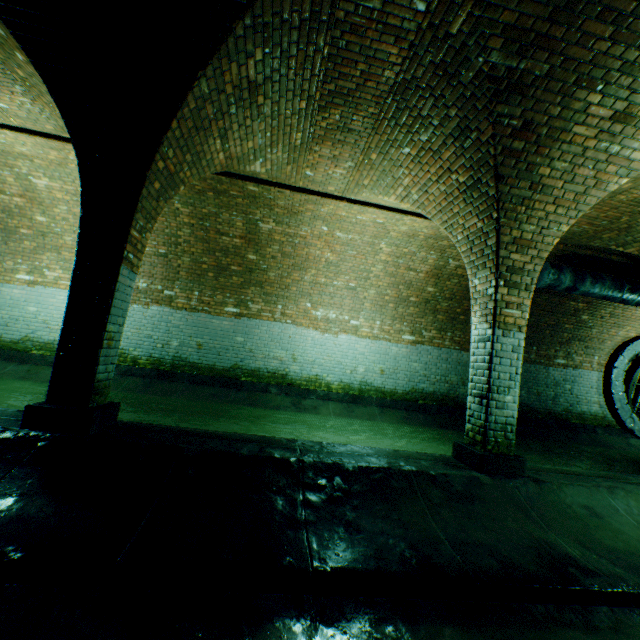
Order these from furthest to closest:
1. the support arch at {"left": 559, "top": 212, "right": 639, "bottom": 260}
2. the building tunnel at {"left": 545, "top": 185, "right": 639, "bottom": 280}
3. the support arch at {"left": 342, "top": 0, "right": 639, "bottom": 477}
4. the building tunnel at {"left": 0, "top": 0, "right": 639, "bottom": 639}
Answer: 1. the support arch at {"left": 559, "top": 212, "right": 639, "bottom": 260}
2. the building tunnel at {"left": 545, "top": 185, "right": 639, "bottom": 280}
3. the support arch at {"left": 342, "top": 0, "right": 639, "bottom": 477}
4. the building tunnel at {"left": 0, "top": 0, "right": 639, "bottom": 639}

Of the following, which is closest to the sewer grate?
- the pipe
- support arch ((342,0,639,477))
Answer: the pipe

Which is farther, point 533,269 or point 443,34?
point 533,269

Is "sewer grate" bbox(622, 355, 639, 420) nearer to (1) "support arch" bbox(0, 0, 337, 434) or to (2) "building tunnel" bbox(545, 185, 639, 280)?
(2) "building tunnel" bbox(545, 185, 639, 280)

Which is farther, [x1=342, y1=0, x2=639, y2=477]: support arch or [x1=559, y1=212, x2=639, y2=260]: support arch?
[x1=559, y1=212, x2=639, y2=260]: support arch

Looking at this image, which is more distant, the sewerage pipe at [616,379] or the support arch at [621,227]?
the sewerage pipe at [616,379]

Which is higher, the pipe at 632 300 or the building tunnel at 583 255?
the building tunnel at 583 255

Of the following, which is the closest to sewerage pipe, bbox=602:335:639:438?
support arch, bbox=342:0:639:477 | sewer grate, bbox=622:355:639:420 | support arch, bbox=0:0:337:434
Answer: sewer grate, bbox=622:355:639:420
